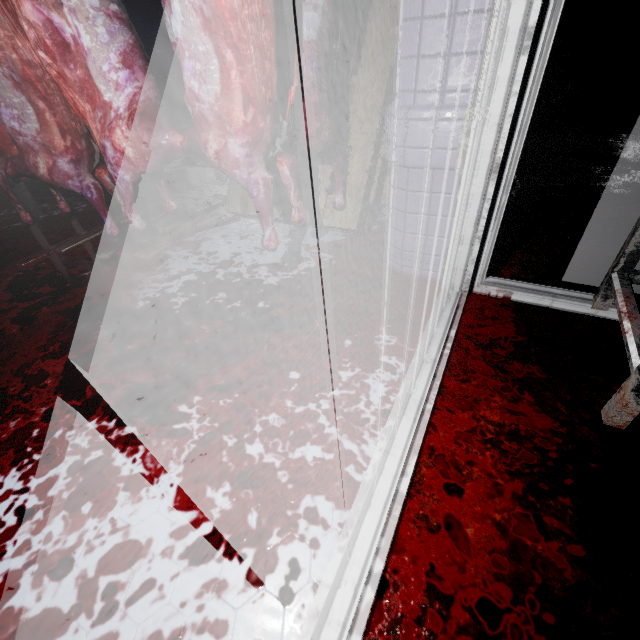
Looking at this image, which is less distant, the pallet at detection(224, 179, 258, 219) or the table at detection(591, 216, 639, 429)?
the table at detection(591, 216, 639, 429)

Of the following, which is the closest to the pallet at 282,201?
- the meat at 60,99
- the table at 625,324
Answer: the meat at 60,99

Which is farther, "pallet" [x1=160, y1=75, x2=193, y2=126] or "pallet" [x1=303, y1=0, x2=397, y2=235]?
"pallet" [x1=160, y1=75, x2=193, y2=126]

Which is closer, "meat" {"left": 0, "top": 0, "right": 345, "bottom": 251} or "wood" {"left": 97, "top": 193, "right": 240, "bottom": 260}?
"meat" {"left": 0, "top": 0, "right": 345, "bottom": 251}

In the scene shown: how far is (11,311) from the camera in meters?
1.7 m

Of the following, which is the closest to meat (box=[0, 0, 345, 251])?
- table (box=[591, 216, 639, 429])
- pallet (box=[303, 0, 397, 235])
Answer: pallet (box=[303, 0, 397, 235])

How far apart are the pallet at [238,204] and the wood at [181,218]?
0.1m

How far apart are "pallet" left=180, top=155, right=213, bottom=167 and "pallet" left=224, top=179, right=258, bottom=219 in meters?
0.3
